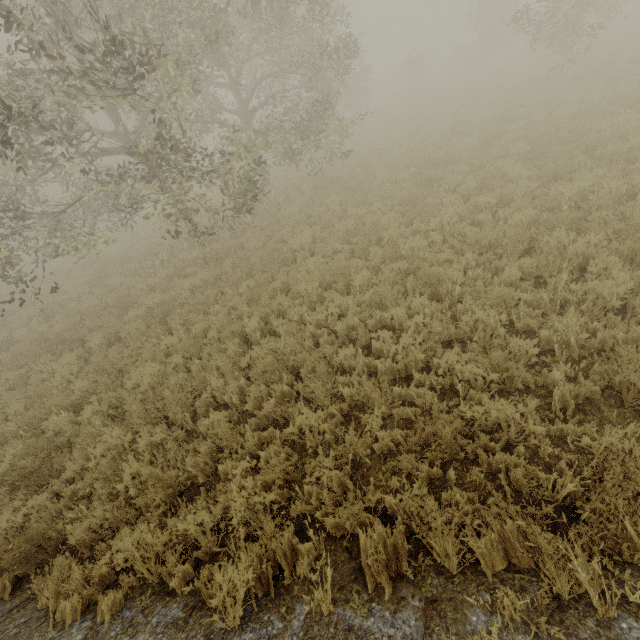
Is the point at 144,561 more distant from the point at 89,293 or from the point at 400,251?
Result: the point at 89,293

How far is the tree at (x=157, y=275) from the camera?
11.0 meters

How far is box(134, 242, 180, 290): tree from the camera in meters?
11.0 m

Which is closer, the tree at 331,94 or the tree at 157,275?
the tree at 331,94

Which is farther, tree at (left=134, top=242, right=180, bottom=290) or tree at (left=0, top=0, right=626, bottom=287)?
tree at (left=134, top=242, right=180, bottom=290)

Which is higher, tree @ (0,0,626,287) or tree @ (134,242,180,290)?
tree @ (0,0,626,287)
